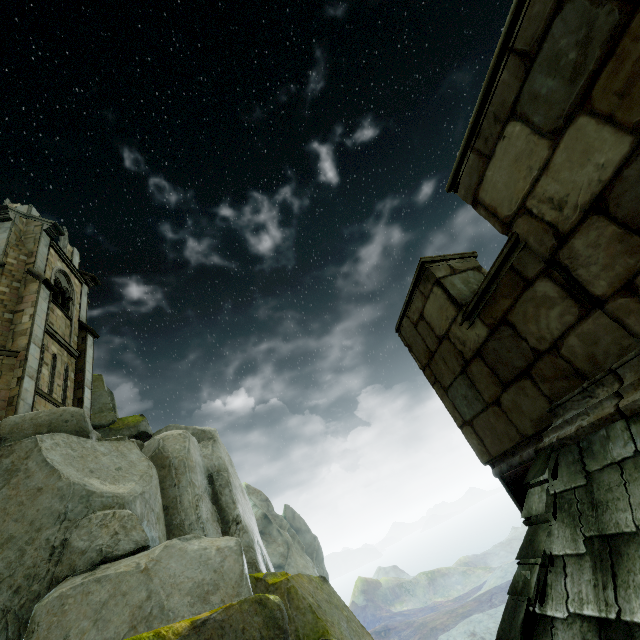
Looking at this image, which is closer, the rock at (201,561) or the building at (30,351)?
the rock at (201,561)

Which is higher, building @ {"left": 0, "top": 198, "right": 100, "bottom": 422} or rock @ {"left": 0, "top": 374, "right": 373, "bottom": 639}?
building @ {"left": 0, "top": 198, "right": 100, "bottom": 422}

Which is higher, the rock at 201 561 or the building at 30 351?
the building at 30 351

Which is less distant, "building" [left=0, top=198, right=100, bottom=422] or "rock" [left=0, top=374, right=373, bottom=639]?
"rock" [left=0, top=374, right=373, bottom=639]

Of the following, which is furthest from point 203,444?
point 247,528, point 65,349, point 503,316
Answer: point 503,316
